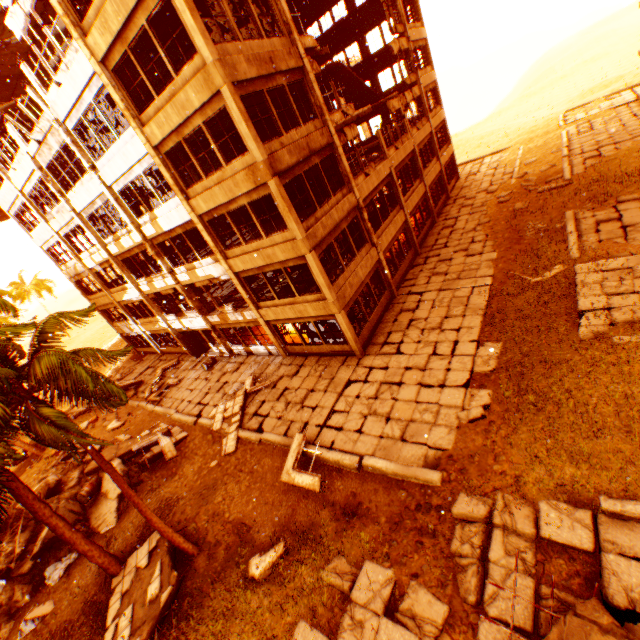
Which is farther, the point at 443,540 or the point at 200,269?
the point at 200,269

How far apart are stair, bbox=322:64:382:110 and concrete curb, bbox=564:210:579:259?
16.3m

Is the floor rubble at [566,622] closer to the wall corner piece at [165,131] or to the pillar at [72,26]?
the wall corner piece at [165,131]

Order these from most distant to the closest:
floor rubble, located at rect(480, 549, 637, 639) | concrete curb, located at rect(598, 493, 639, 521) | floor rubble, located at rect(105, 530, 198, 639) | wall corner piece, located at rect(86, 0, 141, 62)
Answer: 1. wall corner piece, located at rect(86, 0, 141, 62)
2. floor rubble, located at rect(105, 530, 198, 639)
3. concrete curb, located at rect(598, 493, 639, 521)
4. floor rubble, located at rect(480, 549, 637, 639)

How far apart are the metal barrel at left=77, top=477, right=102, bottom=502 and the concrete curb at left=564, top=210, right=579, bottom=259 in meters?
22.9

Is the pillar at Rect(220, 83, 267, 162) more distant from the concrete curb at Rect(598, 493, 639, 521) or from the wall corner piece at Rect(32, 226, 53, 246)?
the concrete curb at Rect(598, 493, 639, 521)

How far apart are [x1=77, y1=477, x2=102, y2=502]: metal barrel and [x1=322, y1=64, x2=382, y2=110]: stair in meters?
27.0 m

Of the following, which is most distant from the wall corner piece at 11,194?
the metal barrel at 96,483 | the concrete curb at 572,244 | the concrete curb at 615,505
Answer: the concrete curb at 572,244
